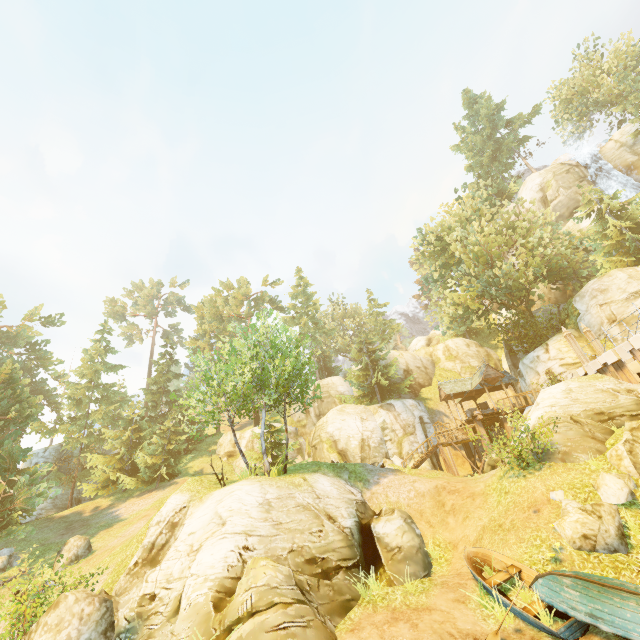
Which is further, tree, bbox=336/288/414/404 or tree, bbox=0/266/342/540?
tree, bbox=336/288/414/404

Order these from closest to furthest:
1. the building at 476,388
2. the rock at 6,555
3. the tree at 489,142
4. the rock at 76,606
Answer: the rock at 76,606 → the rock at 6,555 → the tree at 489,142 → the building at 476,388

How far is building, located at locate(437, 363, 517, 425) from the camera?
28.7m

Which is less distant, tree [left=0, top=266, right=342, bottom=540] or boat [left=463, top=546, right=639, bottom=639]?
boat [left=463, top=546, right=639, bottom=639]

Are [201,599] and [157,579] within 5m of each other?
yes

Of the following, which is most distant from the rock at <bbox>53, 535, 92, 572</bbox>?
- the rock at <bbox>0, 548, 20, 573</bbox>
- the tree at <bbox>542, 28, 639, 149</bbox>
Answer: the rock at <bbox>0, 548, 20, 573</bbox>

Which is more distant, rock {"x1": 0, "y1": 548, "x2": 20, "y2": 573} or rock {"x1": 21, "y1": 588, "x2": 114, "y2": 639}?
rock {"x1": 0, "y1": 548, "x2": 20, "y2": 573}

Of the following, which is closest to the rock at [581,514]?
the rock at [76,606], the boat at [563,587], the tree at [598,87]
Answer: the boat at [563,587]
